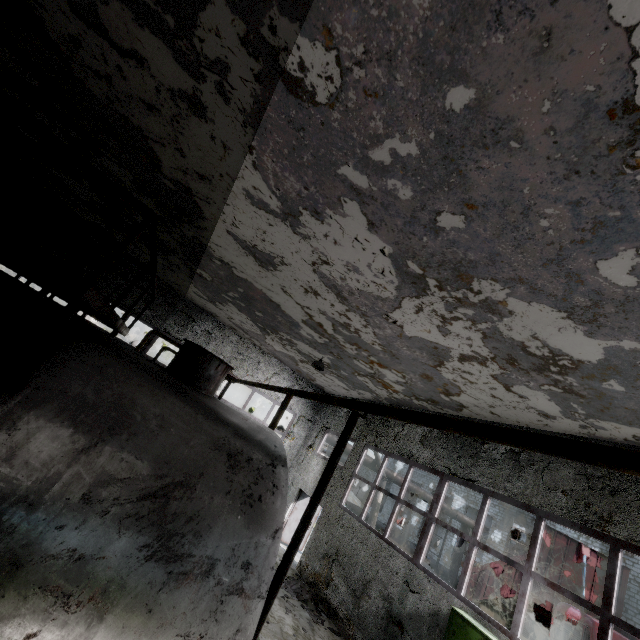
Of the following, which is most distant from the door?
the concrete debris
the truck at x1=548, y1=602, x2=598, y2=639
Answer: the truck at x1=548, y1=602, x2=598, y2=639

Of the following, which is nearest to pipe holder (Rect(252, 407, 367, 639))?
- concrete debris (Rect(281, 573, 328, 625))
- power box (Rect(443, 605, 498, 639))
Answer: power box (Rect(443, 605, 498, 639))

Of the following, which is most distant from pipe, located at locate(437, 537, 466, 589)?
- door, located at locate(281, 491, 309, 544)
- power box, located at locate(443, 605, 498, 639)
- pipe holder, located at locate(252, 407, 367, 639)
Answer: pipe holder, located at locate(252, 407, 367, 639)

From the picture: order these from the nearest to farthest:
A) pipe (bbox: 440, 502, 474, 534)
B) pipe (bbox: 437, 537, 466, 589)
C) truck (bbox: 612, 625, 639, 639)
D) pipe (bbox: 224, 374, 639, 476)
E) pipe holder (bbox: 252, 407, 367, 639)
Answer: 1. pipe (bbox: 224, 374, 639, 476)
2. pipe holder (bbox: 252, 407, 367, 639)
3. truck (bbox: 612, 625, 639, 639)
4. pipe (bbox: 440, 502, 474, 534)
5. pipe (bbox: 437, 537, 466, 589)

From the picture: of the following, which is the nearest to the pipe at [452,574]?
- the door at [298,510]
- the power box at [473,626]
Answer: the door at [298,510]

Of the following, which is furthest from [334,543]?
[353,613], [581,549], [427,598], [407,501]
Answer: [407,501]

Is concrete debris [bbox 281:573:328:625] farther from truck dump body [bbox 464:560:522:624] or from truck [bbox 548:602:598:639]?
truck dump body [bbox 464:560:522:624]

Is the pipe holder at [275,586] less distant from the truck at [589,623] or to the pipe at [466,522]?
the truck at [589,623]
